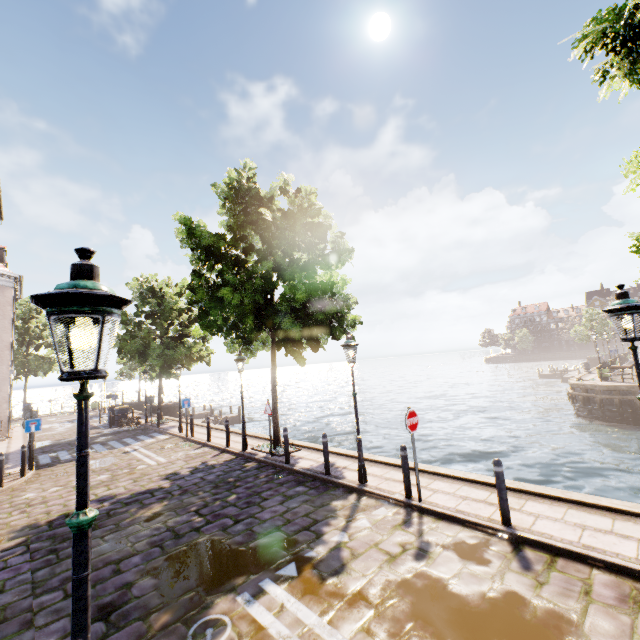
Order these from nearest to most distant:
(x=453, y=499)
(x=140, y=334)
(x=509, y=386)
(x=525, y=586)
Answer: (x=525, y=586)
(x=453, y=499)
(x=140, y=334)
(x=509, y=386)

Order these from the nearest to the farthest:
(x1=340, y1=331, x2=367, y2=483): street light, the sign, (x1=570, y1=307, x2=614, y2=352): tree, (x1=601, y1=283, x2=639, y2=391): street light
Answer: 1. (x1=601, y1=283, x2=639, y2=391): street light
2. the sign
3. (x1=340, y1=331, x2=367, y2=483): street light
4. (x1=570, y1=307, x2=614, y2=352): tree

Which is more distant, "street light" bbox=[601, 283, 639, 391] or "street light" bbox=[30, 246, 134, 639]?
"street light" bbox=[601, 283, 639, 391]

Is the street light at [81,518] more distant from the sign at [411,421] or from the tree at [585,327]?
the tree at [585,327]

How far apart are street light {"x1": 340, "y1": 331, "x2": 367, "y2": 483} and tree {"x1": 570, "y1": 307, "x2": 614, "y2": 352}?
52.8 meters

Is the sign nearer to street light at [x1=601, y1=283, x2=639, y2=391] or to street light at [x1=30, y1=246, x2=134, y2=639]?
street light at [x1=601, y1=283, x2=639, y2=391]

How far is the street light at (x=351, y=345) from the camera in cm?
822

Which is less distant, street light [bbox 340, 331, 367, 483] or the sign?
the sign
